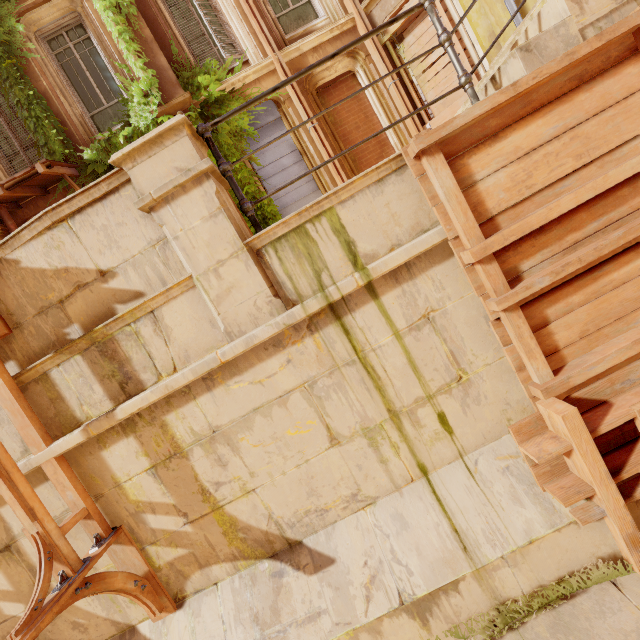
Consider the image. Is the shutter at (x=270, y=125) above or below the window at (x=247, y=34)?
below

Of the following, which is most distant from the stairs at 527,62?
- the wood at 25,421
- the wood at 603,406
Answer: the wood at 25,421

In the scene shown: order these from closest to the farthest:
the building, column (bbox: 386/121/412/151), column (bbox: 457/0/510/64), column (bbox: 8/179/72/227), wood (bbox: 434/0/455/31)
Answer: the building < column (bbox: 457/0/510/64) < wood (bbox: 434/0/455/31) < column (bbox: 8/179/72/227) < column (bbox: 386/121/412/151)

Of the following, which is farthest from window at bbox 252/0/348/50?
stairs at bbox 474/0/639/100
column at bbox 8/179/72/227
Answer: stairs at bbox 474/0/639/100

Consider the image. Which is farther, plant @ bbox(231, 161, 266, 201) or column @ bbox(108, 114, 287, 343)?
plant @ bbox(231, 161, 266, 201)

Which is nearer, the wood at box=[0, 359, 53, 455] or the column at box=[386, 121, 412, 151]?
the wood at box=[0, 359, 53, 455]

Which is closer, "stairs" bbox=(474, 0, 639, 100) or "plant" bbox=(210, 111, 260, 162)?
"stairs" bbox=(474, 0, 639, 100)

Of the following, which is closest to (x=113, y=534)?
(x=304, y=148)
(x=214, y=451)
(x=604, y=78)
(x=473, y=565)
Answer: (x=214, y=451)
